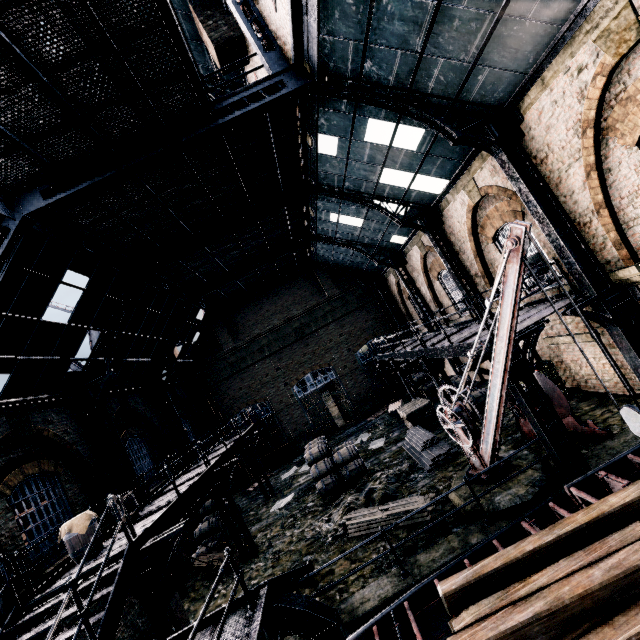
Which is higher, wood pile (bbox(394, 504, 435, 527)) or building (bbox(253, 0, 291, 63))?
building (bbox(253, 0, 291, 63))

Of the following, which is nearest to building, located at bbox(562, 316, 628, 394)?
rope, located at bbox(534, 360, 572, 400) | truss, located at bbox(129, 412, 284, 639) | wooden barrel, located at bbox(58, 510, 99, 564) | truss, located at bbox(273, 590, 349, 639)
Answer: rope, located at bbox(534, 360, 572, 400)

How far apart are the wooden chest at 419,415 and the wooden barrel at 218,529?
10.7 meters

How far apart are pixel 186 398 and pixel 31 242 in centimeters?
1702cm

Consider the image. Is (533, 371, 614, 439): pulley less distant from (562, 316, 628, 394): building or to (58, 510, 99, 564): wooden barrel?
(562, 316, 628, 394): building

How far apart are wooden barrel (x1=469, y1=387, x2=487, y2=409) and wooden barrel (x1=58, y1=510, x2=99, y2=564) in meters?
15.1 m

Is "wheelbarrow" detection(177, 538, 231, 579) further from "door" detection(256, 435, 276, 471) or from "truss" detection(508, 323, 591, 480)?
"door" detection(256, 435, 276, 471)

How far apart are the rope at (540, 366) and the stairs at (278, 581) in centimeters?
1046cm
